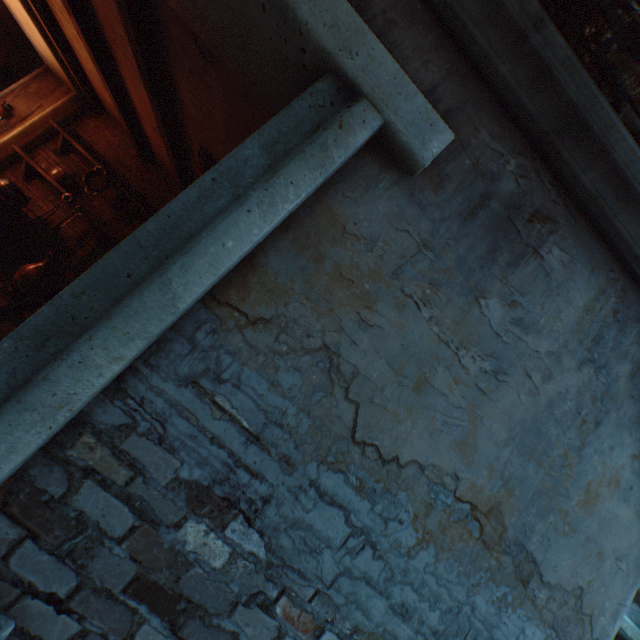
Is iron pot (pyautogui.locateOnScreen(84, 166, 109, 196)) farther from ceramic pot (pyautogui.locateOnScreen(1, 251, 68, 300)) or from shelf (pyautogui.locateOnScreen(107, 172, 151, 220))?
ceramic pot (pyautogui.locateOnScreen(1, 251, 68, 300))

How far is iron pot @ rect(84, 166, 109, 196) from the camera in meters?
5.3

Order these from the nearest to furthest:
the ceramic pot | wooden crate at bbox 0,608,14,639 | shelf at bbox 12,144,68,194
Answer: wooden crate at bbox 0,608,14,639
the ceramic pot
shelf at bbox 12,144,68,194

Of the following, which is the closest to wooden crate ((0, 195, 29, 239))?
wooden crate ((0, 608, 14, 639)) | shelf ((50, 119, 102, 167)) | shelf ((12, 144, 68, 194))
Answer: shelf ((12, 144, 68, 194))

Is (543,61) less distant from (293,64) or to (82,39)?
(293,64)

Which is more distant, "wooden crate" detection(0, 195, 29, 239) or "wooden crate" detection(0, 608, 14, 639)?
"wooden crate" detection(0, 195, 29, 239)

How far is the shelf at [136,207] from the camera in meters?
5.4
